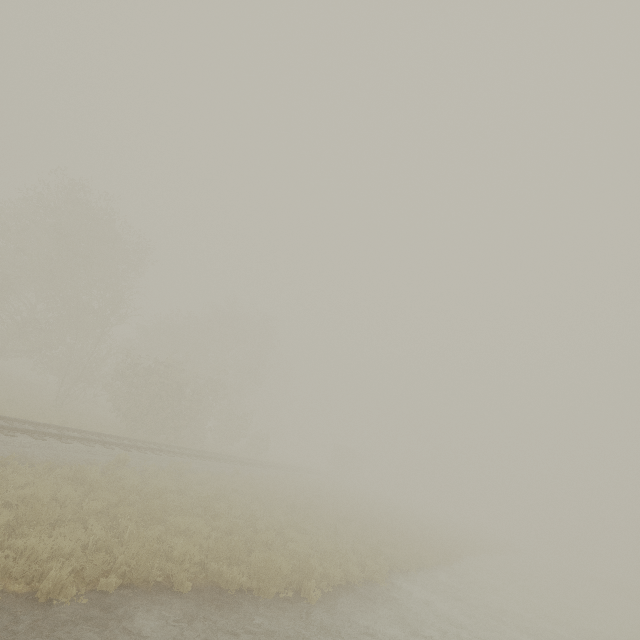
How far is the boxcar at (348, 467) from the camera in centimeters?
5441cm

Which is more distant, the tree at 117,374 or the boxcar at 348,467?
the boxcar at 348,467

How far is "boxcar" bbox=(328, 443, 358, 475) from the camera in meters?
54.4

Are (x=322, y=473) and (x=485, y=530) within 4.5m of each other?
no

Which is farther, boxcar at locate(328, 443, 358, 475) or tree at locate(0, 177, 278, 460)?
boxcar at locate(328, 443, 358, 475)
